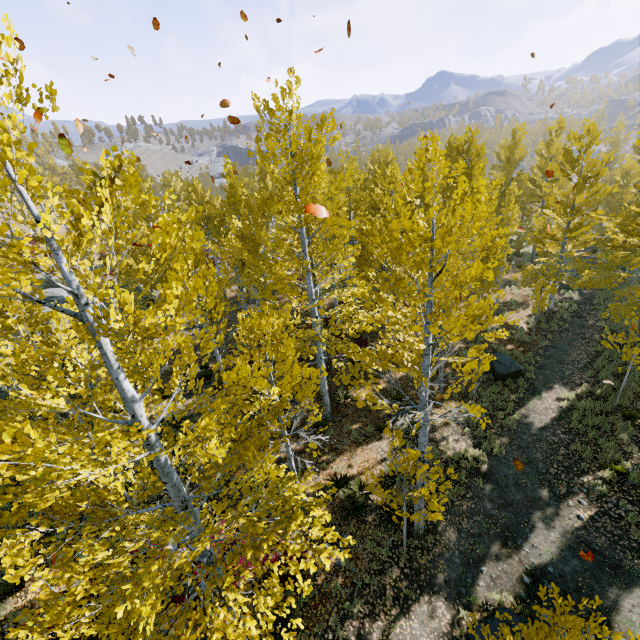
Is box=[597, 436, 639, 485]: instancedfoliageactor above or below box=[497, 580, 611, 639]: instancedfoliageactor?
below

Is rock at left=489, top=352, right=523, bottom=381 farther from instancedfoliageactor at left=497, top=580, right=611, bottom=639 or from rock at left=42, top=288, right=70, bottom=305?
rock at left=42, top=288, right=70, bottom=305

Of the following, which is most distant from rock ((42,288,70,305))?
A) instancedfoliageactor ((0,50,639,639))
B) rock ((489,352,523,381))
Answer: rock ((489,352,523,381))

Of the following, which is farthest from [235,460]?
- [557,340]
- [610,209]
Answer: [610,209]

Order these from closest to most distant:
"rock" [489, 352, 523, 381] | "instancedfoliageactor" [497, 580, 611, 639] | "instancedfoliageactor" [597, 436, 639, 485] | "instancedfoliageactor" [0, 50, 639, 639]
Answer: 1. "instancedfoliageactor" [0, 50, 639, 639]
2. "instancedfoliageactor" [497, 580, 611, 639]
3. "instancedfoliageactor" [597, 436, 639, 485]
4. "rock" [489, 352, 523, 381]

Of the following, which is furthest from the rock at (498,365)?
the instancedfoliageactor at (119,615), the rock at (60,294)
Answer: the rock at (60,294)

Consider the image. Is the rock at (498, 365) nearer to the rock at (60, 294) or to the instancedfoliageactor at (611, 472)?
the instancedfoliageactor at (611, 472)
